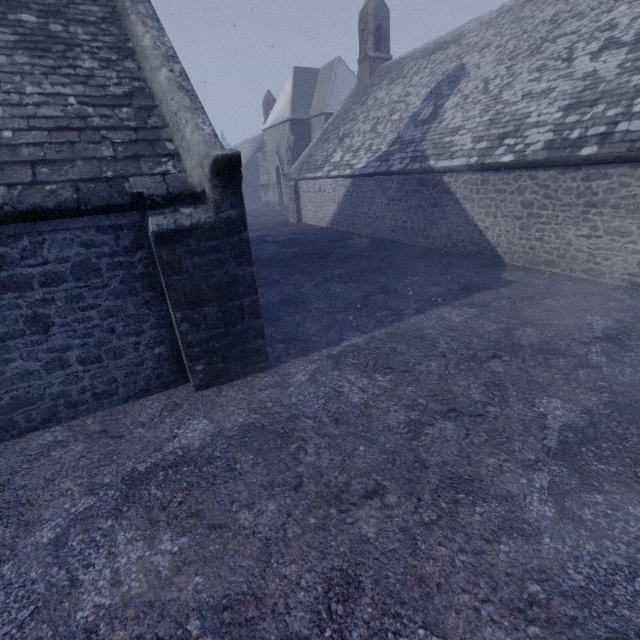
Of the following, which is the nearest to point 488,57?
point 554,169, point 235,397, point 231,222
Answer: point 554,169
